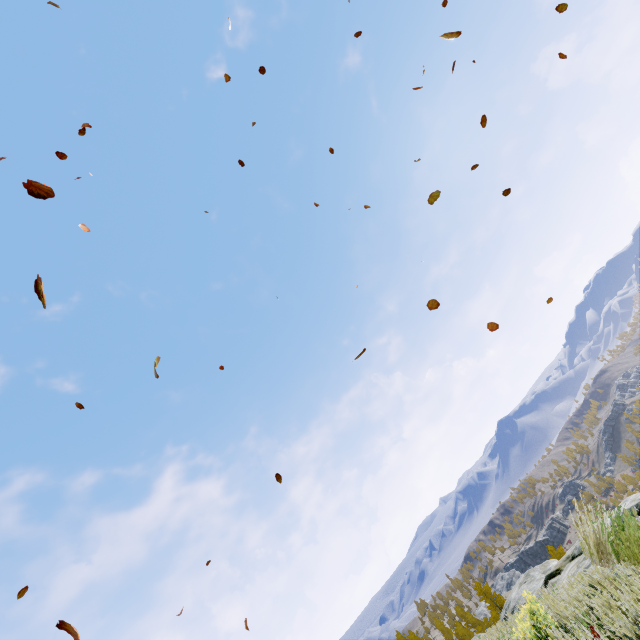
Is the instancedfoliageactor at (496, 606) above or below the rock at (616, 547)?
below

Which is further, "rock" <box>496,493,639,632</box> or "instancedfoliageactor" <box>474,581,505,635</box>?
"instancedfoliageactor" <box>474,581,505,635</box>

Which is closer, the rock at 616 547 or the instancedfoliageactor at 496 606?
the rock at 616 547

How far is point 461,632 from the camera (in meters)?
57.75

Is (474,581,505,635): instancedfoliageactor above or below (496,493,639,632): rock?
below
